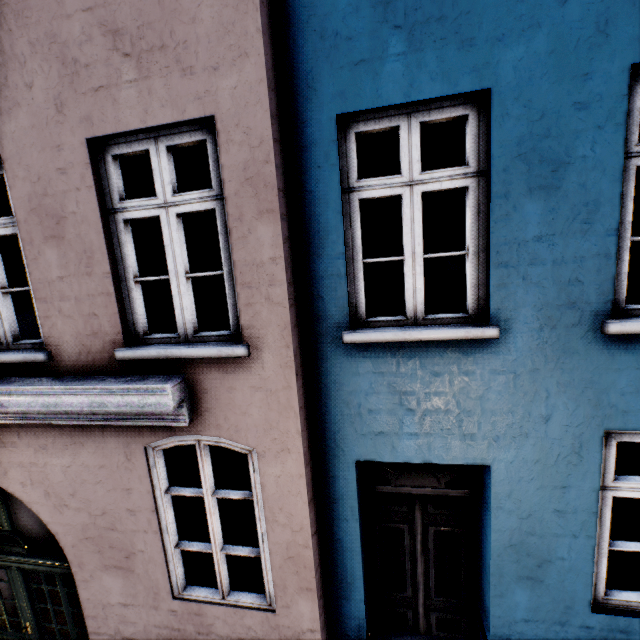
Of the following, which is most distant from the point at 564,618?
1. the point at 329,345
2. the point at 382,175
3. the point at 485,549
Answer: the point at 382,175
